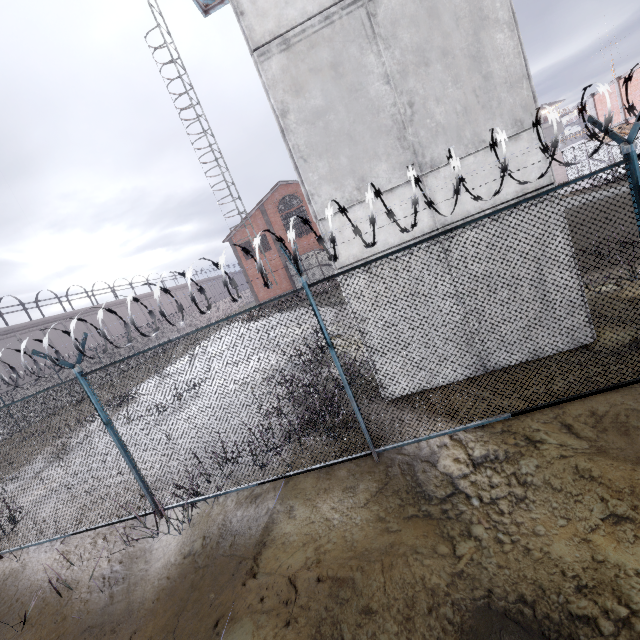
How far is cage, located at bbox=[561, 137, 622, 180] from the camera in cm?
2366

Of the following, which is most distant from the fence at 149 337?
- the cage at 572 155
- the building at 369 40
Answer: the cage at 572 155

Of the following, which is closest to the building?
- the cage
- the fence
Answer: the fence

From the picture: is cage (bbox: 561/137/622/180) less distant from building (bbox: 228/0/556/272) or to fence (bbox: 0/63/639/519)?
fence (bbox: 0/63/639/519)

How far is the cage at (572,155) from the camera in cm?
2366

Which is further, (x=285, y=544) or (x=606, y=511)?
(x=285, y=544)
